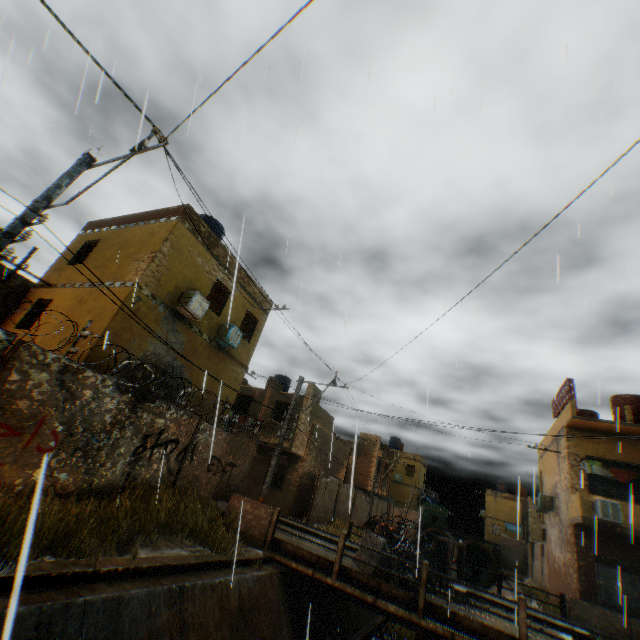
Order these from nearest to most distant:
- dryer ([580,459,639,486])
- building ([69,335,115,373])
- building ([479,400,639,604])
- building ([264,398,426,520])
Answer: building ([69,335,115,373]), building ([479,400,639,604]), dryer ([580,459,639,486]), building ([264,398,426,520])

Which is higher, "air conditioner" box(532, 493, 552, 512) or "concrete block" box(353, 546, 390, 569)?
"air conditioner" box(532, 493, 552, 512)

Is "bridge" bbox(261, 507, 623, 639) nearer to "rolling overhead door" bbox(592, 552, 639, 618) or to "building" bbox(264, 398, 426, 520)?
"rolling overhead door" bbox(592, 552, 639, 618)

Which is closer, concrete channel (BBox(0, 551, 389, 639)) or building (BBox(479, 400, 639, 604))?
concrete channel (BBox(0, 551, 389, 639))

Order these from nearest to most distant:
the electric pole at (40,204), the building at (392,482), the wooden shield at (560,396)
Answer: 1. the electric pole at (40,204)
2. the wooden shield at (560,396)
3. the building at (392,482)

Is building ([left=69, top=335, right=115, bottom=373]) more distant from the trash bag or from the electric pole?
the electric pole

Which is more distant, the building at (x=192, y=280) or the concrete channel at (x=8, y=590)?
the building at (x=192, y=280)

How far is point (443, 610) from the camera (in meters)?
8.68
